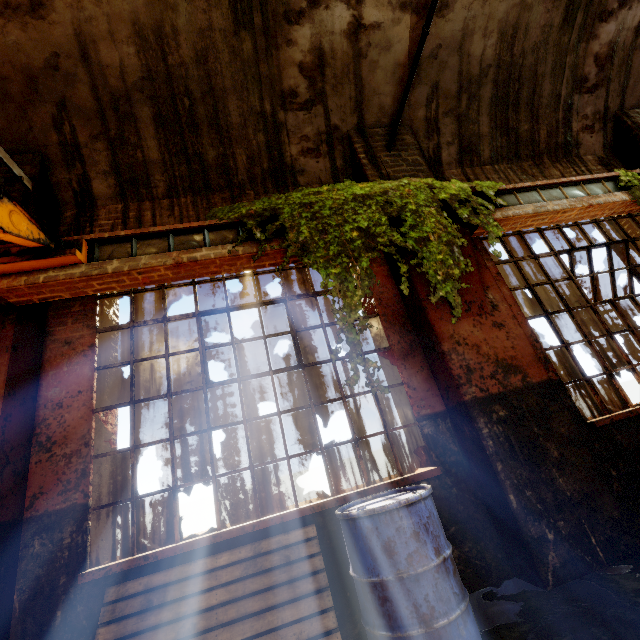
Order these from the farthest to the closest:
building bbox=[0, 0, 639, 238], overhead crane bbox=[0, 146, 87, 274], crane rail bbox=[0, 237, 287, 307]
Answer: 1. building bbox=[0, 0, 639, 238]
2. crane rail bbox=[0, 237, 287, 307]
3. overhead crane bbox=[0, 146, 87, 274]

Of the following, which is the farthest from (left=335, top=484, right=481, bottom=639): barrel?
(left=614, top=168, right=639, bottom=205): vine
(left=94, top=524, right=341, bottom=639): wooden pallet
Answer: (left=614, top=168, right=639, bottom=205): vine

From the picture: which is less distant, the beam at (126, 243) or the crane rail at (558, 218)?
the beam at (126, 243)

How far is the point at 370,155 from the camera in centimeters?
454cm

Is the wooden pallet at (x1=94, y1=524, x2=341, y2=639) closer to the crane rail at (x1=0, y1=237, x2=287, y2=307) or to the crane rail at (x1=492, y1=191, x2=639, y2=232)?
the crane rail at (x1=0, y1=237, x2=287, y2=307)

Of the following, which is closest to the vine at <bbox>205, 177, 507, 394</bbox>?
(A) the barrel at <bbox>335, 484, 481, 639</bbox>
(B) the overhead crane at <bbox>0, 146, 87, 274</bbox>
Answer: (B) the overhead crane at <bbox>0, 146, 87, 274</bbox>

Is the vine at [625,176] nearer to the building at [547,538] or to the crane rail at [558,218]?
the crane rail at [558,218]

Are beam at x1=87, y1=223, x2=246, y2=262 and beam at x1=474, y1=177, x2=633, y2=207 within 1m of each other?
no
